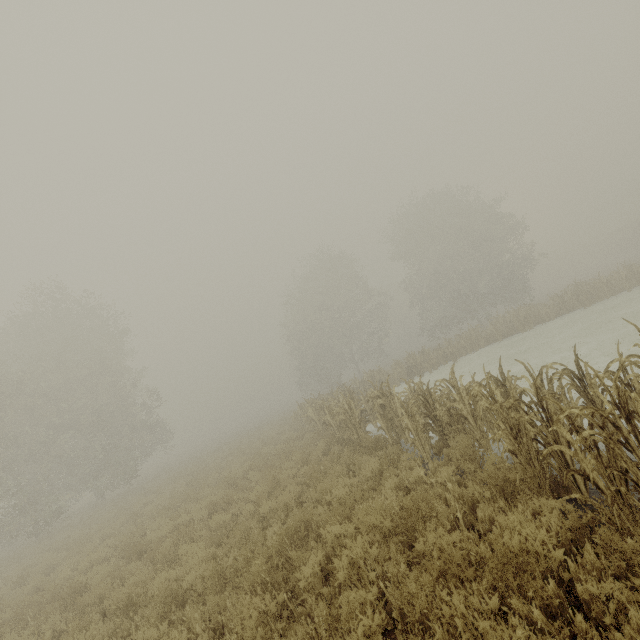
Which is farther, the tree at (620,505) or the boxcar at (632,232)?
the boxcar at (632,232)

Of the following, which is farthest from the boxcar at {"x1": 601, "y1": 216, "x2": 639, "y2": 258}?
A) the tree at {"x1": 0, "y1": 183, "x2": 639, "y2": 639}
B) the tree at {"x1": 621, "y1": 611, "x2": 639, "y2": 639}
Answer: the tree at {"x1": 621, "y1": 611, "x2": 639, "y2": 639}

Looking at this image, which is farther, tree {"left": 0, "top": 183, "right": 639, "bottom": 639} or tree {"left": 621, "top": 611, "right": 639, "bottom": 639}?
tree {"left": 0, "top": 183, "right": 639, "bottom": 639}

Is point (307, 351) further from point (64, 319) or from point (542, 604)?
point (542, 604)

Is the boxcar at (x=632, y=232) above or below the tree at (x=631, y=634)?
above

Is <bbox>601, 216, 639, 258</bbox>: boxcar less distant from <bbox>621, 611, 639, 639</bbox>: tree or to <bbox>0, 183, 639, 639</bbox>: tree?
<bbox>0, 183, 639, 639</bbox>: tree

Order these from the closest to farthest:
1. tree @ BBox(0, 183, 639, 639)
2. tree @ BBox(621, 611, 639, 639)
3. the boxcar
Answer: tree @ BBox(621, 611, 639, 639)
tree @ BBox(0, 183, 639, 639)
the boxcar
